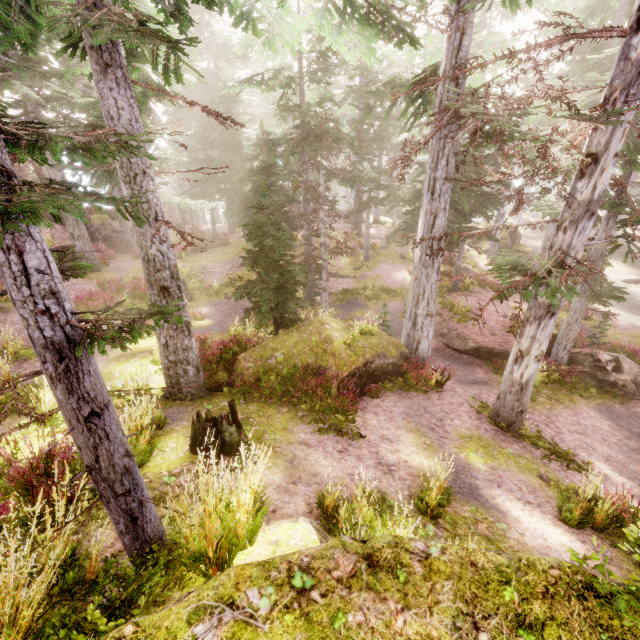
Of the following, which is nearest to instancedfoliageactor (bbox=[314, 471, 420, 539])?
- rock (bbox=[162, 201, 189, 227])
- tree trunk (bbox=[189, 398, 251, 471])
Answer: rock (bbox=[162, 201, 189, 227])

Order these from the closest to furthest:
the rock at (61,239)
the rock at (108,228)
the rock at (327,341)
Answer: the rock at (327,341), the rock at (61,239), the rock at (108,228)

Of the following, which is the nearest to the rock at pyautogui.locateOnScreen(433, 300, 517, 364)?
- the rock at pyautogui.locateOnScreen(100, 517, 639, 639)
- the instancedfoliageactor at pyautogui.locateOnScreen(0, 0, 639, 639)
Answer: the instancedfoliageactor at pyautogui.locateOnScreen(0, 0, 639, 639)

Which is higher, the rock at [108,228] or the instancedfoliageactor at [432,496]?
the rock at [108,228]

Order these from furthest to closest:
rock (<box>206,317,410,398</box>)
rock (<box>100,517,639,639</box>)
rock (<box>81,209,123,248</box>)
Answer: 1. rock (<box>81,209,123,248</box>)
2. rock (<box>206,317,410,398</box>)
3. rock (<box>100,517,639,639</box>)

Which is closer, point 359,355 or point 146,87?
point 146,87

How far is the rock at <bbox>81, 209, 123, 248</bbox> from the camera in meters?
25.8
